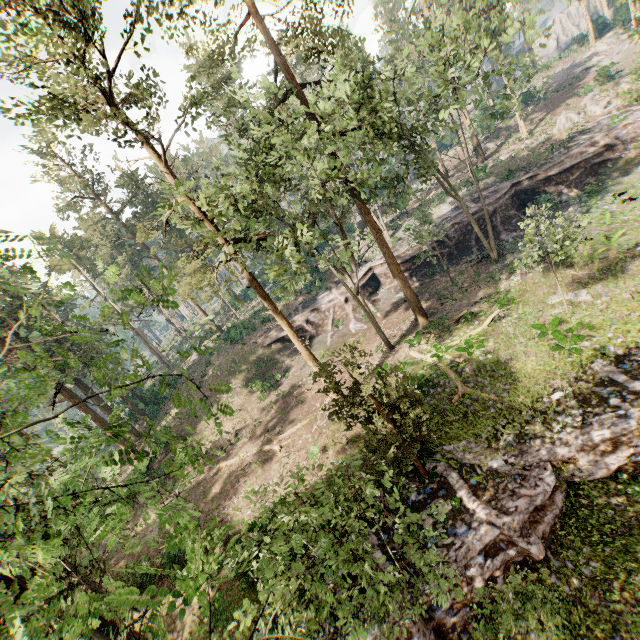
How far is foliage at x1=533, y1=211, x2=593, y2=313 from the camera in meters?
15.1 m

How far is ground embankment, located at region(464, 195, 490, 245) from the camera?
31.8 meters

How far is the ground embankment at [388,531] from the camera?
13.7m

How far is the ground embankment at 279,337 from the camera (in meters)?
35.88

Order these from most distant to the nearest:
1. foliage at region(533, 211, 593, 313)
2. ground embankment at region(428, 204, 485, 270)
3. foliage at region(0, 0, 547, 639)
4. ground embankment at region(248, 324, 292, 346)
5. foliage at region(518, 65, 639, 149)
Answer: ground embankment at region(248, 324, 292, 346), ground embankment at region(428, 204, 485, 270), foliage at region(518, 65, 639, 149), foliage at region(533, 211, 593, 313), foliage at region(0, 0, 547, 639)

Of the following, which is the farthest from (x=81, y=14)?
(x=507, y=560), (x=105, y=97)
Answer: (x=507, y=560)

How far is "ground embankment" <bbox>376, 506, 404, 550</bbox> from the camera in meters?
13.7
